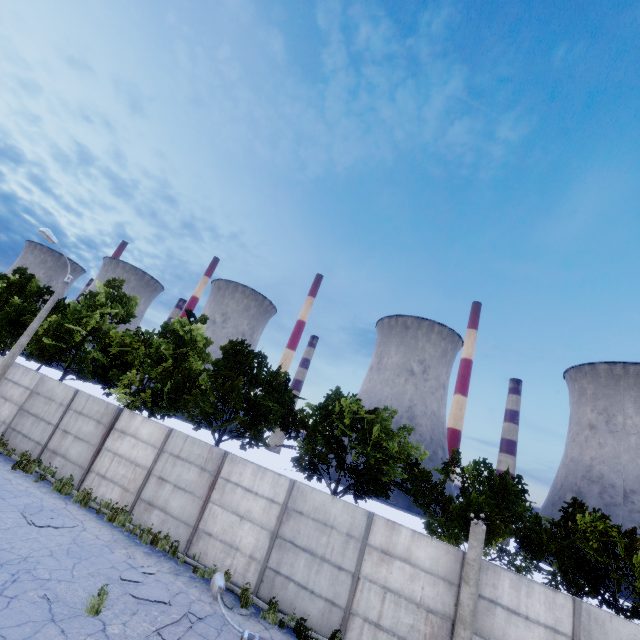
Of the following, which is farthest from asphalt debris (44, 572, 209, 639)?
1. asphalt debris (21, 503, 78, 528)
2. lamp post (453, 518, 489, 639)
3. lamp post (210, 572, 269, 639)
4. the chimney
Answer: the chimney

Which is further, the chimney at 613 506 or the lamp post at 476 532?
the chimney at 613 506

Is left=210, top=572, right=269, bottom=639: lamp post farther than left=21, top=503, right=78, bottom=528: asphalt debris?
No

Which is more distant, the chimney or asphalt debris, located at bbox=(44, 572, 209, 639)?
the chimney

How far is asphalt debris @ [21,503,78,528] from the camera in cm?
1024

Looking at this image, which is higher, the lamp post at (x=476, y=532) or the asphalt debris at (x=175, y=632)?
the lamp post at (x=476, y=532)

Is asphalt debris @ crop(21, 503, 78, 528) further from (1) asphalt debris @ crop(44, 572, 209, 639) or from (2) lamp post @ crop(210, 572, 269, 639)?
(2) lamp post @ crop(210, 572, 269, 639)

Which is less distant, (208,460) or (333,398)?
(208,460)
